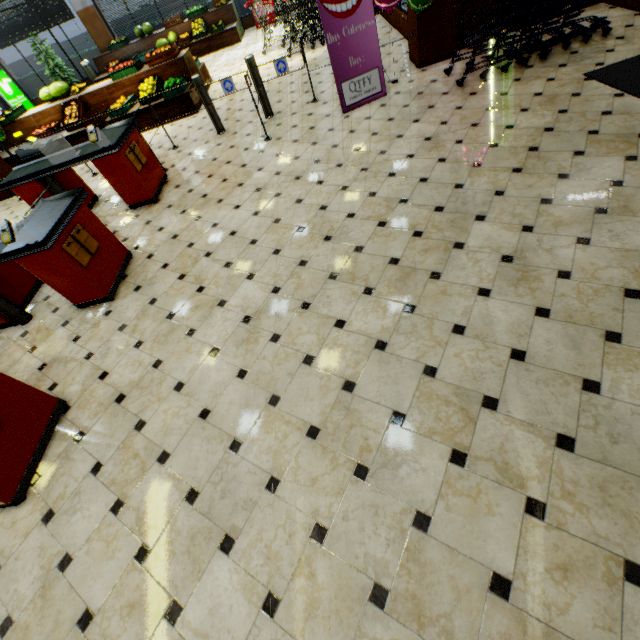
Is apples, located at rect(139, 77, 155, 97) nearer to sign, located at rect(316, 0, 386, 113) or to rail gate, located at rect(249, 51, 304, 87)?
rail gate, located at rect(249, 51, 304, 87)

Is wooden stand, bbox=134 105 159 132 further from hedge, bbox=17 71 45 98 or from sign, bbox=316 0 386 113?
hedge, bbox=17 71 45 98

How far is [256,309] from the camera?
3.30m

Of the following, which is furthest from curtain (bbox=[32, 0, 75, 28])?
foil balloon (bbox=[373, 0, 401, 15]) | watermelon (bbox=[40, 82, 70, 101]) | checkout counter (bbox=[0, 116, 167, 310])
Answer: foil balloon (bbox=[373, 0, 401, 15])

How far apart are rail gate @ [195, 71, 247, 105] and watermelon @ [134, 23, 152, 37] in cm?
989

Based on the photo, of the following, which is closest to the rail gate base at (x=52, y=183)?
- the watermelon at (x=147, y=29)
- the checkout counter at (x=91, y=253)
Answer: the checkout counter at (x=91, y=253)

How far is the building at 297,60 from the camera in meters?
8.1 m

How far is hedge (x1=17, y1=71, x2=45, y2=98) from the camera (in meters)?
14.02
